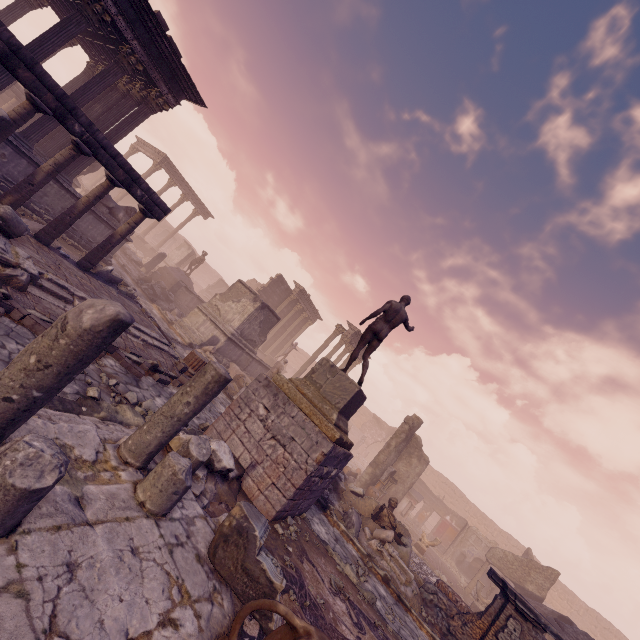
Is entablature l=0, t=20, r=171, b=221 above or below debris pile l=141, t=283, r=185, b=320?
above

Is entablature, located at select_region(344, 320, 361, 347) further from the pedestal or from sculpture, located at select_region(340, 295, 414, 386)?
the pedestal

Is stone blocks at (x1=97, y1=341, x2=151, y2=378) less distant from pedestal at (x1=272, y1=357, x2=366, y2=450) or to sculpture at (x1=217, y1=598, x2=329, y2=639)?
pedestal at (x1=272, y1=357, x2=366, y2=450)

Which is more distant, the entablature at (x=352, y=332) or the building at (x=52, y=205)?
the entablature at (x=352, y=332)

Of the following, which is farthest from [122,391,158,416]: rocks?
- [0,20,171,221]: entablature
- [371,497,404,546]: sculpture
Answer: [371,497,404,546]: sculpture

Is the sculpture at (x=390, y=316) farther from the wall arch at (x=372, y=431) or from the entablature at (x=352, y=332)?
the wall arch at (x=372, y=431)

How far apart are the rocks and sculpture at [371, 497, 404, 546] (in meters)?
8.17

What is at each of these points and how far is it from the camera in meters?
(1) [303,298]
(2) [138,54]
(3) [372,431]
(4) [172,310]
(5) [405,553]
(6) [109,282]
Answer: (1) entablature, 29.3
(2) building, 11.3
(3) wall arch, 39.4
(4) debris pile, 17.2
(5) building debris, 10.2
(6) debris pile, 10.4
